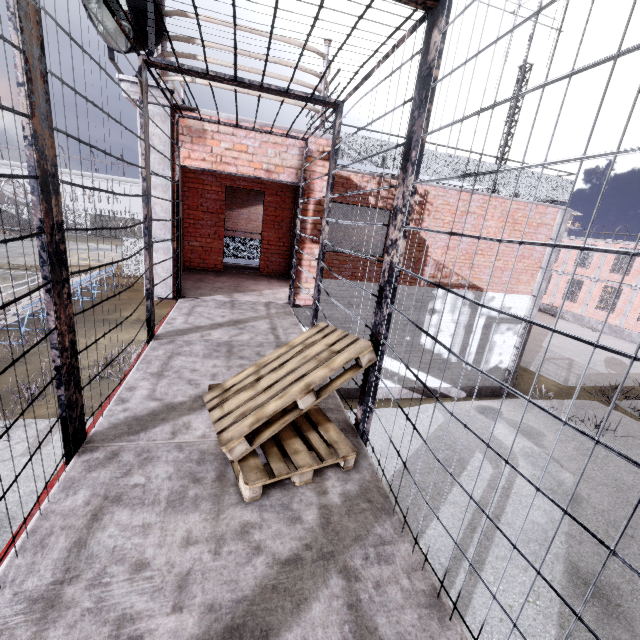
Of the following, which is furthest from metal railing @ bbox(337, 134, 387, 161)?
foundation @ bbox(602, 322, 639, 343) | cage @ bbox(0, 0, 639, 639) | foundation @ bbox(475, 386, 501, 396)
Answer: foundation @ bbox(602, 322, 639, 343)

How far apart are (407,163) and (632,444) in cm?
1391

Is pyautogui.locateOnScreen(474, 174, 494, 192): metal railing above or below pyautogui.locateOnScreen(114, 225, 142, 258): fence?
above

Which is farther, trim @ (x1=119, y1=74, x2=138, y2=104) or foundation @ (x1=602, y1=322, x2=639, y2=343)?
foundation @ (x1=602, y1=322, x2=639, y2=343)

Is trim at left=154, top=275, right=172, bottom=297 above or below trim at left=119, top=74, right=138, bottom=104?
below

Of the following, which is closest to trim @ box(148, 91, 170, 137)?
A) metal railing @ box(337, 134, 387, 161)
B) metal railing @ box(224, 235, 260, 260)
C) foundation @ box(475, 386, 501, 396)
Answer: foundation @ box(475, 386, 501, 396)

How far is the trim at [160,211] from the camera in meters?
5.2 m

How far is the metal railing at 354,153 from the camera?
8.6 meters
